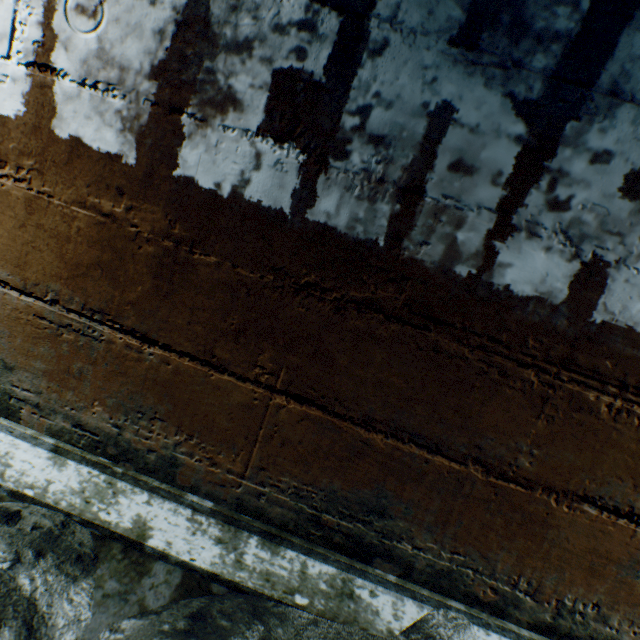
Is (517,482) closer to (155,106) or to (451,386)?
(451,386)
